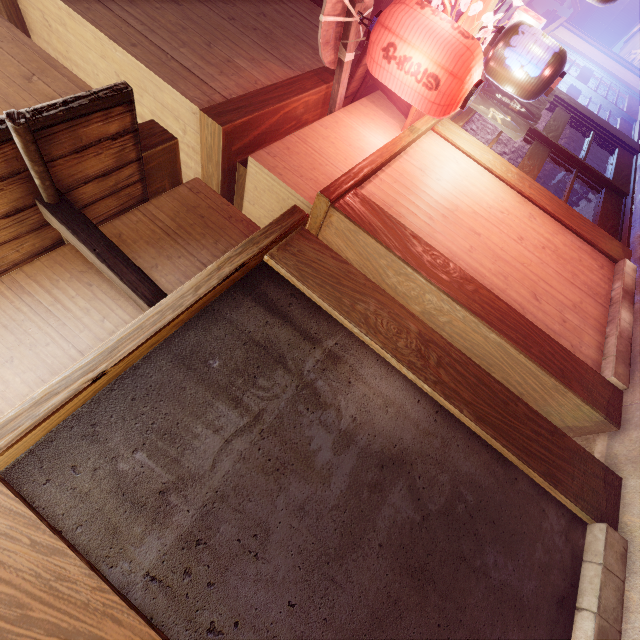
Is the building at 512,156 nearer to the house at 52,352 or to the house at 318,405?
the house at 52,352

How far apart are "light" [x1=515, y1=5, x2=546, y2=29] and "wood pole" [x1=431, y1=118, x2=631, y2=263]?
11.8m

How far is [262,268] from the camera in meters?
4.0

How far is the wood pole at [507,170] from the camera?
6.9 meters

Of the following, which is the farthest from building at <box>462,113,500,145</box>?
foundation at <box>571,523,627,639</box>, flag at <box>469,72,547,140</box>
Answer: foundation at <box>571,523,627,639</box>

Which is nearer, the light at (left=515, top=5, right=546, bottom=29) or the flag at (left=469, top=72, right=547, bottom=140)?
the flag at (left=469, top=72, right=547, bottom=140)

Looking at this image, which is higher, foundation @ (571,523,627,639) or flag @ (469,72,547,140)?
flag @ (469,72,547,140)

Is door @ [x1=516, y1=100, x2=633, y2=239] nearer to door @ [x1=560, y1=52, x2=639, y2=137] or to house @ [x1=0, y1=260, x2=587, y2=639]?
door @ [x1=560, y1=52, x2=639, y2=137]
